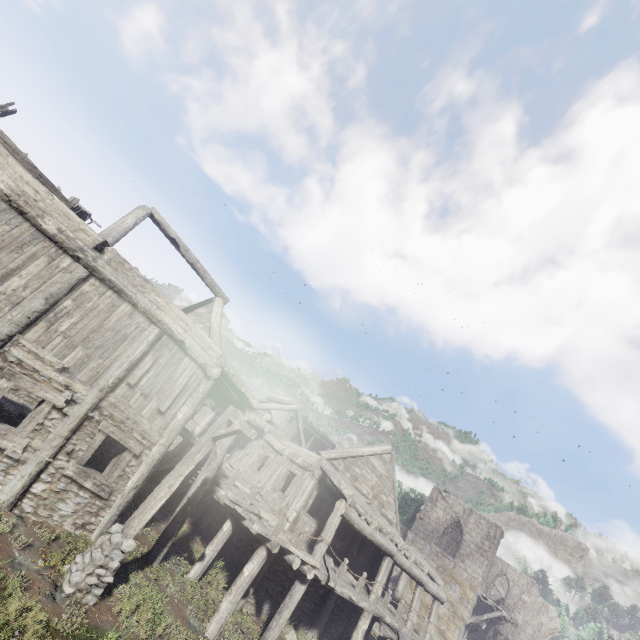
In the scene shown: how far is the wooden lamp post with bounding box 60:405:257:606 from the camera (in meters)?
6.73

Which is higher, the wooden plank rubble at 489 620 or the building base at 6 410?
the wooden plank rubble at 489 620

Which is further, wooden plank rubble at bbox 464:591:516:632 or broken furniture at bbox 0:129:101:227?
wooden plank rubble at bbox 464:591:516:632

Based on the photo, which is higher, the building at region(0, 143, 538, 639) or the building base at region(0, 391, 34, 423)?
the building at region(0, 143, 538, 639)

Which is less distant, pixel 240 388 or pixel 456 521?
pixel 240 388

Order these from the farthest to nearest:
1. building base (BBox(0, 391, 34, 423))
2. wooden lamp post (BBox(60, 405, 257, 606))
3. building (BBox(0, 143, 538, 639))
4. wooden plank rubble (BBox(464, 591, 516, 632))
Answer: wooden plank rubble (BBox(464, 591, 516, 632)), building base (BBox(0, 391, 34, 423)), building (BBox(0, 143, 538, 639)), wooden lamp post (BBox(60, 405, 257, 606))

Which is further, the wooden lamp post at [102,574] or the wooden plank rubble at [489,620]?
the wooden plank rubble at [489,620]

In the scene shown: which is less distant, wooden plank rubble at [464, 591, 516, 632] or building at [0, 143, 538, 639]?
building at [0, 143, 538, 639]
